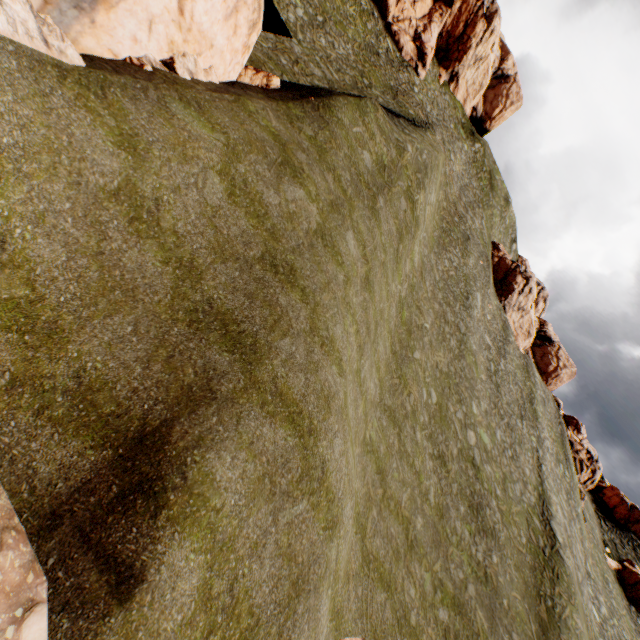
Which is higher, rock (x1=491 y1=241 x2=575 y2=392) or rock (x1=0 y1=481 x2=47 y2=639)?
rock (x1=491 y1=241 x2=575 y2=392)

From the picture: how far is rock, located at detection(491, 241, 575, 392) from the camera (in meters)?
48.81

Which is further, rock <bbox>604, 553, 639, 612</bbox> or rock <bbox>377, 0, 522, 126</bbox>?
rock <bbox>377, 0, 522, 126</bbox>

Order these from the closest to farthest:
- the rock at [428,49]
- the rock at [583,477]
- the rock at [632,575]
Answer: the rock at [632,575] < the rock at [428,49] < the rock at [583,477]

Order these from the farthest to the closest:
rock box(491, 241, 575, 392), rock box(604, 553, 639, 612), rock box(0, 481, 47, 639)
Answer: rock box(491, 241, 575, 392) < rock box(604, 553, 639, 612) < rock box(0, 481, 47, 639)

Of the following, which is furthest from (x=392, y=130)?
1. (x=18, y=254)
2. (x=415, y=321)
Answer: (x=18, y=254)

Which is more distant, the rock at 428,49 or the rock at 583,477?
the rock at 583,477
